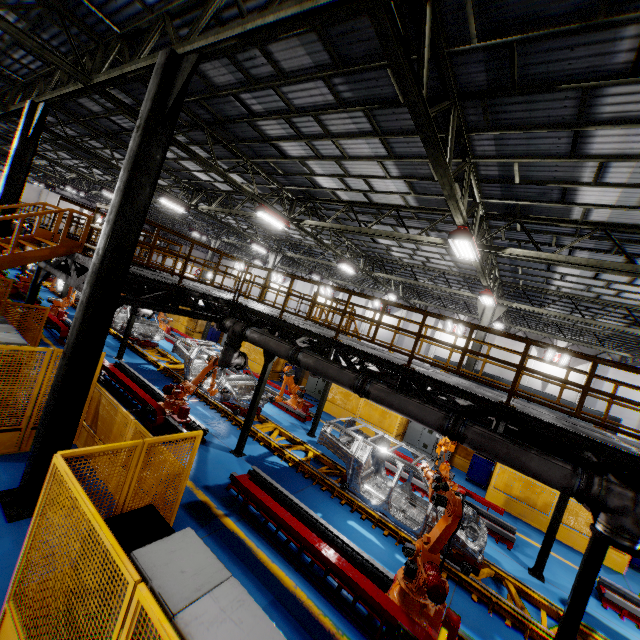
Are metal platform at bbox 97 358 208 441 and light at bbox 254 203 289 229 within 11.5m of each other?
yes

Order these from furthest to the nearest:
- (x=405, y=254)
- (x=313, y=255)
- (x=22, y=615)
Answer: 1. (x=313, y=255)
2. (x=405, y=254)
3. (x=22, y=615)

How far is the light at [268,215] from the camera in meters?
12.4 m

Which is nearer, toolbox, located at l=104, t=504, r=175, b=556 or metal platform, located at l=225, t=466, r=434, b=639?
toolbox, located at l=104, t=504, r=175, b=556

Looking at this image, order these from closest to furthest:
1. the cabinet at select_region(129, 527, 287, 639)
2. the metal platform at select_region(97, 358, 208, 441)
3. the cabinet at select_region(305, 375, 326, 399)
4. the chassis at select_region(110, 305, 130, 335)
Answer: the cabinet at select_region(129, 527, 287, 639), the metal platform at select_region(97, 358, 208, 441), the chassis at select_region(110, 305, 130, 335), the cabinet at select_region(305, 375, 326, 399)

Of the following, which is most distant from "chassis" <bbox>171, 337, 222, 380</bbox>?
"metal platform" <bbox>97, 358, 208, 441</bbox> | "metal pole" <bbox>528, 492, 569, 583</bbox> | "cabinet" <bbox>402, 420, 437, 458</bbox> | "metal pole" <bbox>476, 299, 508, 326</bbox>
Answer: "metal pole" <bbox>476, 299, 508, 326</bbox>

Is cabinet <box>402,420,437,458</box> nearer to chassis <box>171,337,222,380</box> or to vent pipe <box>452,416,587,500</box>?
chassis <box>171,337,222,380</box>

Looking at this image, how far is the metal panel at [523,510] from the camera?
11.26m
